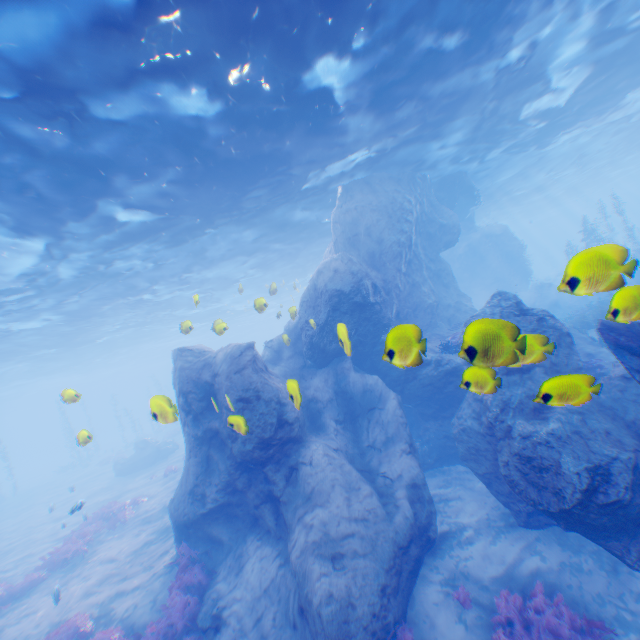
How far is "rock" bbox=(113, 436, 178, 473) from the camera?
27.33m

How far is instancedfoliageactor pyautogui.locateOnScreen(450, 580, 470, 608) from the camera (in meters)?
7.40

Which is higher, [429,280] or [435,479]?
[429,280]

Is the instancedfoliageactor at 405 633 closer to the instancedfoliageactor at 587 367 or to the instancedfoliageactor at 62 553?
the instancedfoliageactor at 62 553

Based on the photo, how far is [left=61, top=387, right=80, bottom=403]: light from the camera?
7.13m

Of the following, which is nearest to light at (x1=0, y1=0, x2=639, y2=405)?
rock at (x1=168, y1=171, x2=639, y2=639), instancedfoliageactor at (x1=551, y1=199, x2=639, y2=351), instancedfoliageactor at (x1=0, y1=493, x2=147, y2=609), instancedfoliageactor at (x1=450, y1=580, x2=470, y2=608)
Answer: rock at (x1=168, y1=171, x2=639, y2=639)

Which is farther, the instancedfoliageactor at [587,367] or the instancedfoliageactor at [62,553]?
the instancedfoliageactor at [62,553]

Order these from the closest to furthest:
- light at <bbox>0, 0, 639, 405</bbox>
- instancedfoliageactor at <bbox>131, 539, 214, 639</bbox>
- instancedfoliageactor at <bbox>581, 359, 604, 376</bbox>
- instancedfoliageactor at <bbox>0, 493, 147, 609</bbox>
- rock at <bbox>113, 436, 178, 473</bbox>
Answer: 1. light at <bbox>0, 0, 639, 405</bbox>
2. instancedfoliageactor at <bbox>131, 539, 214, 639</bbox>
3. instancedfoliageactor at <bbox>581, 359, 604, 376</bbox>
4. instancedfoliageactor at <bbox>0, 493, 147, 609</bbox>
5. rock at <bbox>113, 436, 178, 473</bbox>
